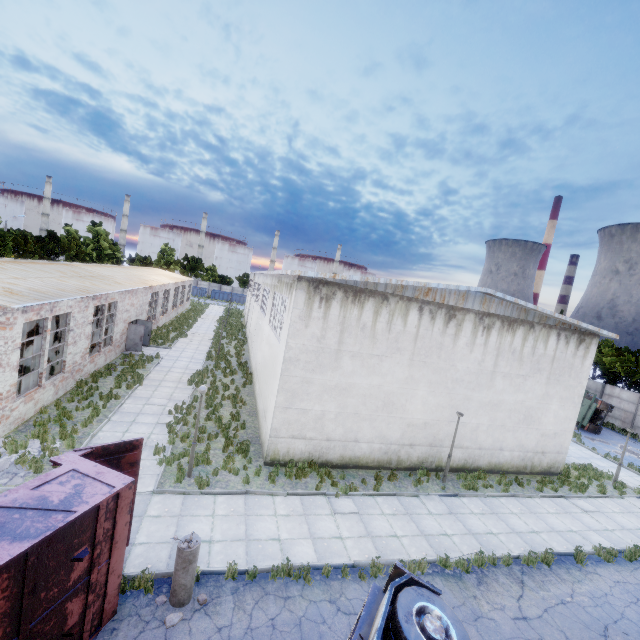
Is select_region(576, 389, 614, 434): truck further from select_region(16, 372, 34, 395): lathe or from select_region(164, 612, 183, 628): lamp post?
select_region(16, 372, 34, 395): lathe

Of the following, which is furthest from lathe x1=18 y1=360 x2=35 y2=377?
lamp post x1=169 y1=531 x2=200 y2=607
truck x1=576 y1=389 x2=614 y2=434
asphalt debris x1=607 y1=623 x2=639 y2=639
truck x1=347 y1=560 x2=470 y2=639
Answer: truck x1=576 y1=389 x2=614 y2=434

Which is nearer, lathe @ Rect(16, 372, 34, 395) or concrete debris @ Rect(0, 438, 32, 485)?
concrete debris @ Rect(0, 438, 32, 485)

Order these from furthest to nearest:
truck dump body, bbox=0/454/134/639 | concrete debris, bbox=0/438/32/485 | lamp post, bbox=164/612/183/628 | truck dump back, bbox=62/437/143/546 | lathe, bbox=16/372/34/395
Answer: lathe, bbox=16/372/34/395 < concrete debris, bbox=0/438/32/485 < truck dump back, bbox=62/437/143/546 < lamp post, bbox=164/612/183/628 < truck dump body, bbox=0/454/134/639

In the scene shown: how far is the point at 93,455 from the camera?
7.41m

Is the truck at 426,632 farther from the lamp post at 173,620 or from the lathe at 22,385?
the lathe at 22,385

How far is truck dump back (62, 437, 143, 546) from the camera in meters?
7.3

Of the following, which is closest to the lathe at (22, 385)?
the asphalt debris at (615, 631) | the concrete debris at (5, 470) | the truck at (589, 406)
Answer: the concrete debris at (5, 470)
